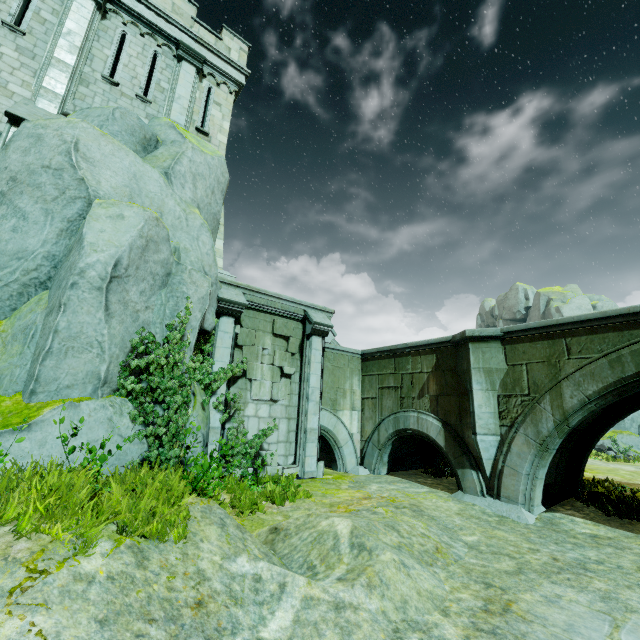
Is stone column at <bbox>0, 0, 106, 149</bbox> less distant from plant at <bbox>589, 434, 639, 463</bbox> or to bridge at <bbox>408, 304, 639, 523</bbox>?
bridge at <bbox>408, 304, 639, 523</bbox>

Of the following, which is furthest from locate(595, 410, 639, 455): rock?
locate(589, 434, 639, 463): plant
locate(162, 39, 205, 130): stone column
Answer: locate(162, 39, 205, 130): stone column

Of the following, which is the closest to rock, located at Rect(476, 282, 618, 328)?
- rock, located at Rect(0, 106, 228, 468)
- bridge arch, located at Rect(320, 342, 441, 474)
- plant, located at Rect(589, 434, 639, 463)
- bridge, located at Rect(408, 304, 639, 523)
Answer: plant, located at Rect(589, 434, 639, 463)

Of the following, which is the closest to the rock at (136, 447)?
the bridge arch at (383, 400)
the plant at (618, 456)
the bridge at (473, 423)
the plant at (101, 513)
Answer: the plant at (101, 513)

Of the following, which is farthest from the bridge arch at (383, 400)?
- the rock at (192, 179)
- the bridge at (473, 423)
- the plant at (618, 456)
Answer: the plant at (618, 456)

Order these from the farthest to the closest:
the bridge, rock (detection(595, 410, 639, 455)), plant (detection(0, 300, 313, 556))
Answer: rock (detection(595, 410, 639, 455)) < the bridge < plant (detection(0, 300, 313, 556))

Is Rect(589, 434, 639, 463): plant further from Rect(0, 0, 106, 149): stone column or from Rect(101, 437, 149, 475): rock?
Rect(0, 0, 106, 149): stone column

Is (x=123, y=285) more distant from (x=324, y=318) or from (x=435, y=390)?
(x=435, y=390)
